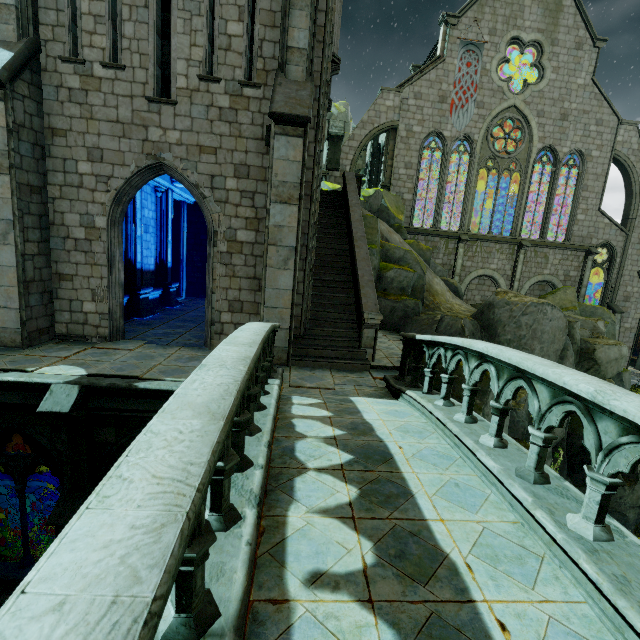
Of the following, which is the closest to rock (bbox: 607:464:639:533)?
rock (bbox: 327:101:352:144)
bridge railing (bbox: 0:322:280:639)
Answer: bridge railing (bbox: 0:322:280:639)

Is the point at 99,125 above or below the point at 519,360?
above

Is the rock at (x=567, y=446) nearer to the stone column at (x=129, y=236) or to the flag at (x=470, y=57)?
the stone column at (x=129, y=236)

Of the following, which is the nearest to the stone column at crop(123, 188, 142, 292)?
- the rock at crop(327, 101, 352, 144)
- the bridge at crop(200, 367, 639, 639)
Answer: the rock at crop(327, 101, 352, 144)

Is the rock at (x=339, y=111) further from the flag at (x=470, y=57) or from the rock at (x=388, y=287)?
the flag at (x=470, y=57)

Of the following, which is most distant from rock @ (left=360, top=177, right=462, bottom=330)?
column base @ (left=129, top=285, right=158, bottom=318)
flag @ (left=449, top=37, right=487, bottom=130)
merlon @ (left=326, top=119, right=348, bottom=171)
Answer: flag @ (left=449, top=37, right=487, bottom=130)

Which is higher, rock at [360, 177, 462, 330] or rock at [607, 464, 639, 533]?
rock at [360, 177, 462, 330]

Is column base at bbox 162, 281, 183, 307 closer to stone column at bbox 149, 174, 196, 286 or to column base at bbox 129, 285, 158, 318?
stone column at bbox 149, 174, 196, 286
